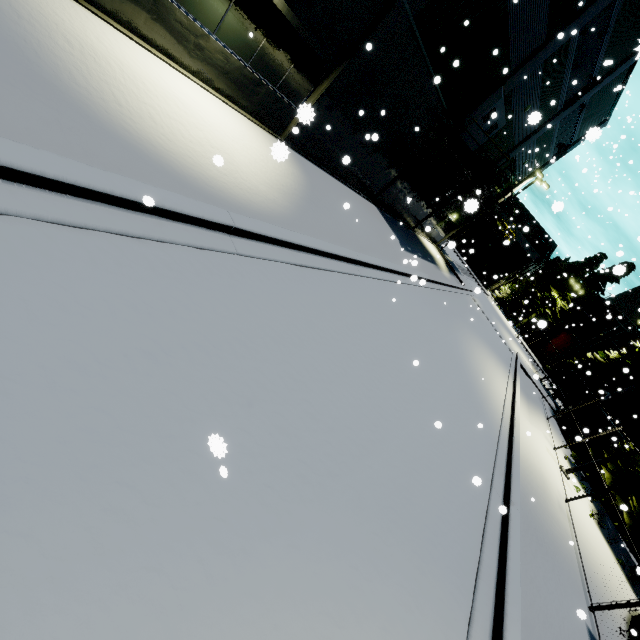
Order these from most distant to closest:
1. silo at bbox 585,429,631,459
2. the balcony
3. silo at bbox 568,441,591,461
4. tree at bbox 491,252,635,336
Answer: tree at bbox 491,252,635,336 → silo at bbox 568,441,591,461 → silo at bbox 585,429,631,459 → the balcony

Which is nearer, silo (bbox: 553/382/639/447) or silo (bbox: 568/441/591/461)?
silo (bbox: 553/382/639/447)

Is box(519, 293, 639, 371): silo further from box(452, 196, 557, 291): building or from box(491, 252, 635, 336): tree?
box(452, 196, 557, 291): building

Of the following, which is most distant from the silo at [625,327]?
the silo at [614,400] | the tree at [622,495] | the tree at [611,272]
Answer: the tree at [622,495]

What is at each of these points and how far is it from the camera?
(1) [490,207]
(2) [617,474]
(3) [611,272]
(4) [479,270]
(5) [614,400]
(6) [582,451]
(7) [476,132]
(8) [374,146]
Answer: (1) balcony, 22.4m
(2) tree, 16.5m
(3) tree, 45.4m
(4) building, 51.5m
(5) silo, 22.9m
(6) silo, 20.9m
(7) door, 17.2m
(8) building, 14.1m

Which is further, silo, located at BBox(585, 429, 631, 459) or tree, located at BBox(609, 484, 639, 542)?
silo, located at BBox(585, 429, 631, 459)

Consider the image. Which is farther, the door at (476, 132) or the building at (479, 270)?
the building at (479, 270)

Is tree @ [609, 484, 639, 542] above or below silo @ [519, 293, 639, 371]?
below
